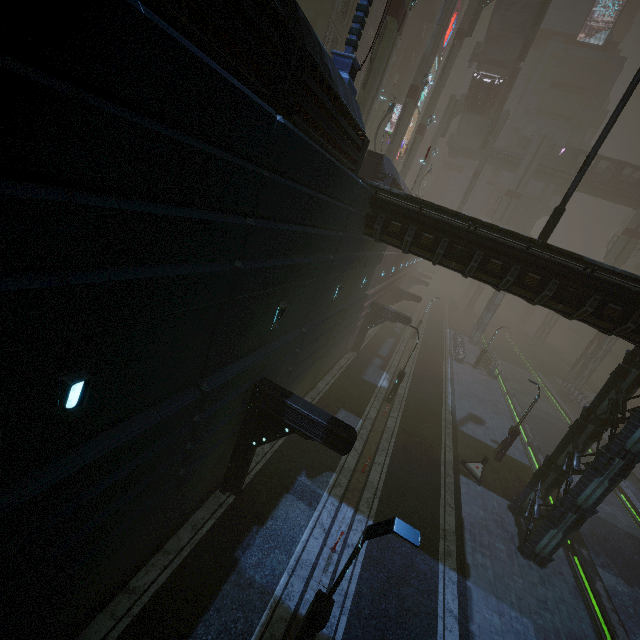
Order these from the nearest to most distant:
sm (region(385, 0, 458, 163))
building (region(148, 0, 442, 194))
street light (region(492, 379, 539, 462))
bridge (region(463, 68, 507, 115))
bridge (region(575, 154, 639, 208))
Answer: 1. building (region(148, 0, 442, 194))
2. street light (region(492, 379, 539, 462))
3. sm (region(385, 0, 458, 163))
4. bridge (region(463, 68, 507, 115))
5. bridge (region(575, 154, 639, 208))

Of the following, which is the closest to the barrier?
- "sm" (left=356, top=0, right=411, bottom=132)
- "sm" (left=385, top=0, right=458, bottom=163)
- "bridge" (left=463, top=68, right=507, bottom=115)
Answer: "sm" (left=356, top=0, right=411, bottom=132)

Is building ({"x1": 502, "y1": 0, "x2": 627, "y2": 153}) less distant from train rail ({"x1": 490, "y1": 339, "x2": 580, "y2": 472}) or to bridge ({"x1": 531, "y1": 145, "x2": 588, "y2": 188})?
bridge ({"x1": 531, "y1": 145, "x2": 588, "y2": 188})

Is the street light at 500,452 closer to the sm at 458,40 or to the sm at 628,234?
the sm at 458,40

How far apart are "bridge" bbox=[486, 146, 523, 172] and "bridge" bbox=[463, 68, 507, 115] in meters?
7.8 m

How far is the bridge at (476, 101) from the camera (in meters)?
39.20

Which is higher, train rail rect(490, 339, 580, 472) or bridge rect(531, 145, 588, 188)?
bridge rect(531, 145, 588, 188)

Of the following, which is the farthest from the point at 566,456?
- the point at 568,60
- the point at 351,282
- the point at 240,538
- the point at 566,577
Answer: the point at 568,60
